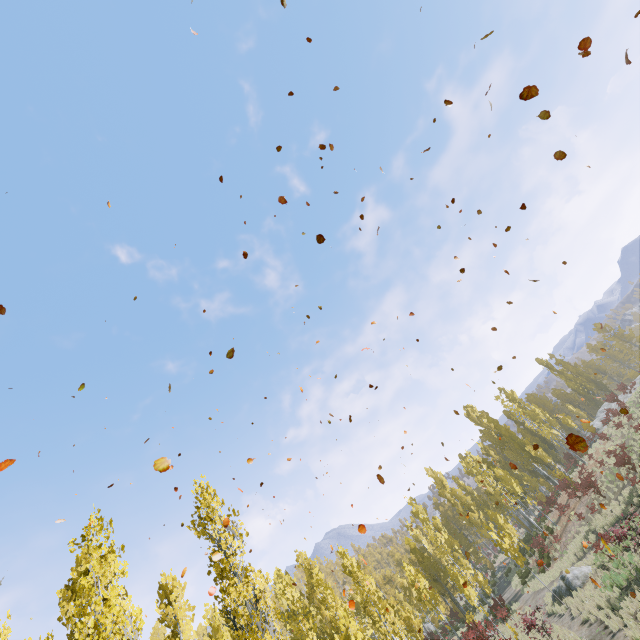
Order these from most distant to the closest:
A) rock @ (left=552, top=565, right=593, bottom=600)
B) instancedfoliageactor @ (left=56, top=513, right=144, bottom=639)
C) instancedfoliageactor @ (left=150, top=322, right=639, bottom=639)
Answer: rock @ (left=552, top=565, right=593, bottom=600), instancedfoliageactor @ (left=150, top=322, right=639, bottom=639), instancedfoliageactor @ (left=56, top=513, right=144, bottom=639)

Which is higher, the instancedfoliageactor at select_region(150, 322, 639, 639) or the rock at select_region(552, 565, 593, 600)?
the instancedfoliageactor at select_region(150, 322, 639, 639)

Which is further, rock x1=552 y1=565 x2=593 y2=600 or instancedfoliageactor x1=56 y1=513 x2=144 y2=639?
rock x1=552 y1=565 x2=593 y2=600

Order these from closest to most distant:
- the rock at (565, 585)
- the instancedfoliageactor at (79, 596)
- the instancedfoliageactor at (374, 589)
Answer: the instancedfoliageactor at (79, 596) → the instancedfoliageactor at (374, 589) → the rock at (565, 585)

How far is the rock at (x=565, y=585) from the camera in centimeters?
1931cm

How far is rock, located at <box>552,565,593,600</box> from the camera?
19.3 meters

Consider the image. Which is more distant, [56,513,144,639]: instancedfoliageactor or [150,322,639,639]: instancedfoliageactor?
[150,322,639,639]: instancedfoliageactor

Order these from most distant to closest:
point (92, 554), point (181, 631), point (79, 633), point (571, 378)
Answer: point (181, 631)
point (571, 378)
point (79, 633)
point (92, 554)
